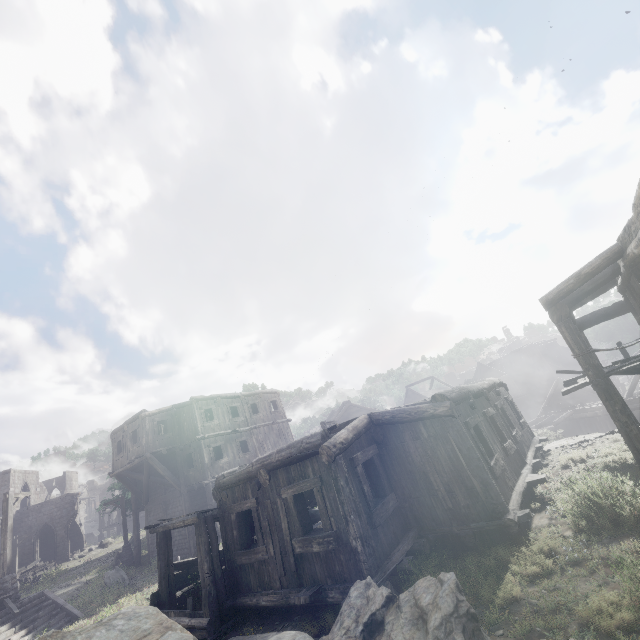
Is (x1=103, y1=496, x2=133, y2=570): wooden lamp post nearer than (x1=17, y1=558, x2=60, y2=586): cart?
Yes

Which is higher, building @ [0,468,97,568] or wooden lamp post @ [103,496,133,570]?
building @ [0,468,97,568]

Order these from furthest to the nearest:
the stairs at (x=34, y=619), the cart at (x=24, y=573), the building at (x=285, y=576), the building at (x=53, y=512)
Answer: the building at (x=53, y=512) < the cart at (x=24, y=573) < the stairs at (x=34, y=619) < the building at (x=285, y=576)

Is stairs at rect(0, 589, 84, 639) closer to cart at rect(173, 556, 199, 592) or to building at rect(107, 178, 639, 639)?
building at rect(107, 178, 639, 639)

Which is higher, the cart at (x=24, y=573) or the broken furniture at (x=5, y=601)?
the cart at (x=24, y=573)

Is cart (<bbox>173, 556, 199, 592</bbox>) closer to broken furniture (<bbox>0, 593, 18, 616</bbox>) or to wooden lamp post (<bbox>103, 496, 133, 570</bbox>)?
broken furniture (<bbox>0, 593, 18, 616</bbox>)

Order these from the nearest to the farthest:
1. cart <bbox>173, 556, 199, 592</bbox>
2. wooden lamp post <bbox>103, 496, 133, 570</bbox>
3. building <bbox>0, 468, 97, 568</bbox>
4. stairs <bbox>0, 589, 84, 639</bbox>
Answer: cart <bbox>173, 556, 199, 592</bbox> → stairs <bbox>0, 589, 84, 639</bbox> → wooden lamp post <bbox>103, 496, 133, 570</bbox> → building <bbox>0, 468, 97, 568</bbox>

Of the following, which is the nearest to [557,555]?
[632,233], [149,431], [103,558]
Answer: [632,233]
